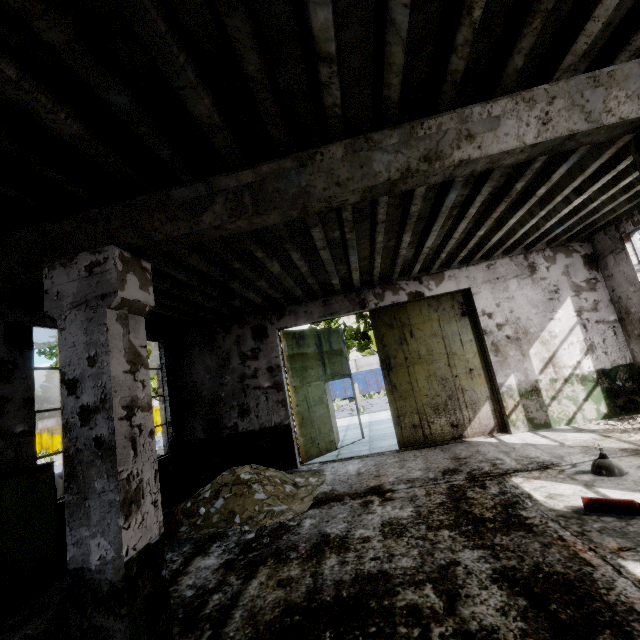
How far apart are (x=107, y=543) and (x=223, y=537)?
3.0m

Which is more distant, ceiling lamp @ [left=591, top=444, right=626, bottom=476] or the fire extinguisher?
ceiling lamp @ [left=591, top=444, right=626, bottom=476]

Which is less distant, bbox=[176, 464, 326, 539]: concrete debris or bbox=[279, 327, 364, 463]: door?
bbox=[176, 464, 326, 539]: concrete debris

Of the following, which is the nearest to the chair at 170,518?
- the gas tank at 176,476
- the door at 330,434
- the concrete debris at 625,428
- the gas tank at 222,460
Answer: the gas tank at 222,460

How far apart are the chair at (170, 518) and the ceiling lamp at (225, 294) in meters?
3.9 m

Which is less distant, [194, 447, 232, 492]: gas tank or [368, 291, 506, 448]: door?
[194, 447, 232, 492]: gas tank

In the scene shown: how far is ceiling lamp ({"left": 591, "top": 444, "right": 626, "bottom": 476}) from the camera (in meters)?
4.81

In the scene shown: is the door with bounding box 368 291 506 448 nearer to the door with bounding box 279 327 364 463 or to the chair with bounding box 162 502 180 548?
the door with bounding box 279 327 364 463
